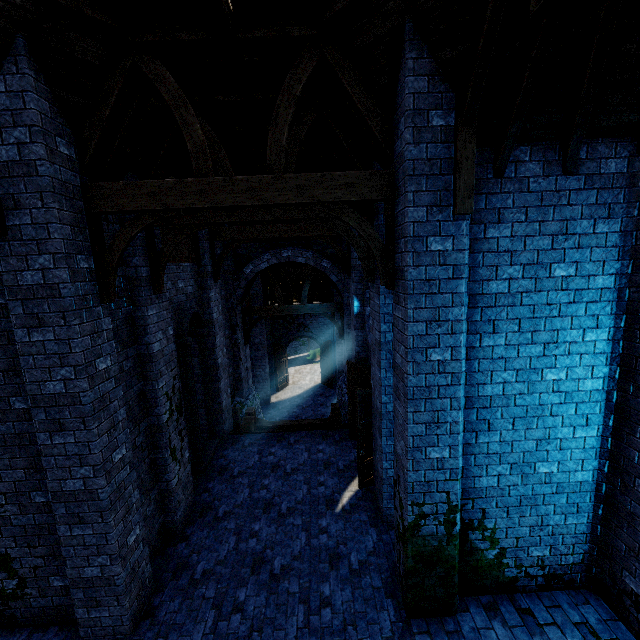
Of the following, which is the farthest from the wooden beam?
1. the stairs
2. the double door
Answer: the double door

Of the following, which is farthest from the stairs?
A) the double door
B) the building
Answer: the double door

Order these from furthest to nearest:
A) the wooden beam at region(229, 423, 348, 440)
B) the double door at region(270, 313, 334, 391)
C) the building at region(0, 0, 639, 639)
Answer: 1. the double door at region(270, 313, 334, 391)
2. the wooden beam at region(229, 423, 348, 440)
3. the building at region(0, 0, 639, 639)

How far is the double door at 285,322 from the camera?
22.25m

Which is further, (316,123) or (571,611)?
(316,123)

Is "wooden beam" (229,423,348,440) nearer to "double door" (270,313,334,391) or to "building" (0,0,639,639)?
"building" (0,0,639,639)

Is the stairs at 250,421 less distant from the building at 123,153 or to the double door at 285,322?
the building at 123,153

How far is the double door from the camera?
22.2 meters
